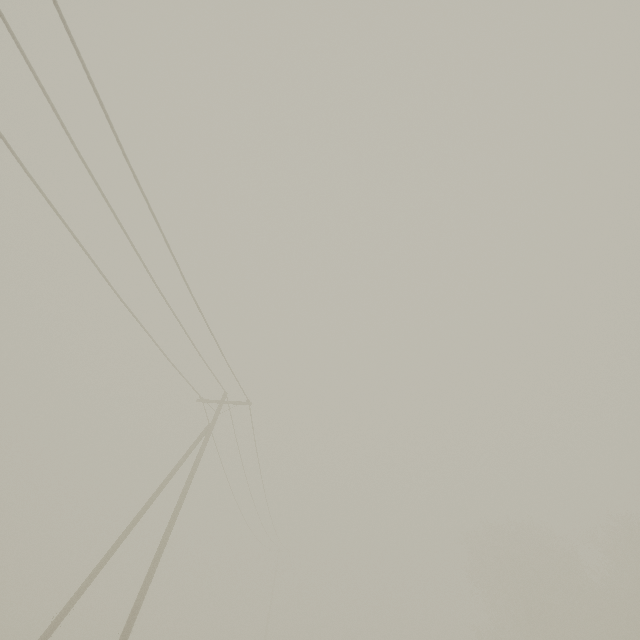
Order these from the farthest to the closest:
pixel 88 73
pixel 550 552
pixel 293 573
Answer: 1. pixel 293 573
2. pixel 550 552
3. pixel 88 73
